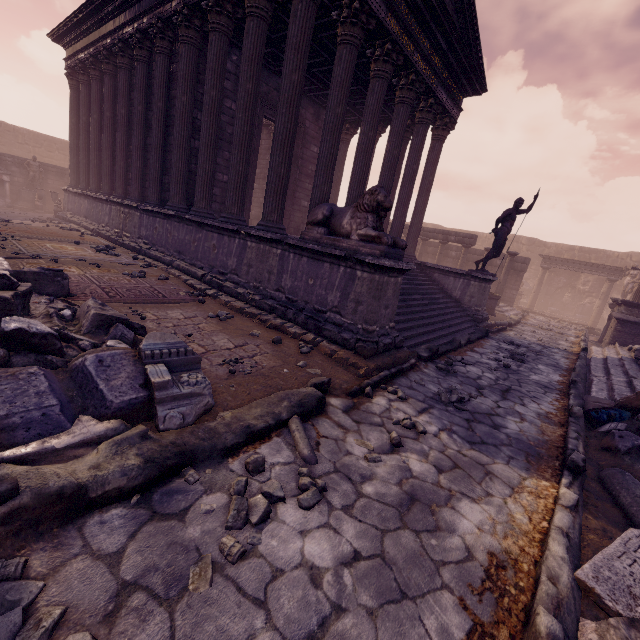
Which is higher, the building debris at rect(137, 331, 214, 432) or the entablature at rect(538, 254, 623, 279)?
the entablature at rect(538, 254, 623, 279)

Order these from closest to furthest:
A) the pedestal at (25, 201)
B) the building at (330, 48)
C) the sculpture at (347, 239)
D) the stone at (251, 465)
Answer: the stone at (251, 465)
the sculpture at (347, 239)
the building at (330, 48)
the pedestal at (25, 201)

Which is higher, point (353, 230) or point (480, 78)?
point (480, 78)

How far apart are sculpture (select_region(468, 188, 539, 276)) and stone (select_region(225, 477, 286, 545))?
9.9m

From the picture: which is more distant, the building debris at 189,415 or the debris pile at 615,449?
the debris pile at 615,449

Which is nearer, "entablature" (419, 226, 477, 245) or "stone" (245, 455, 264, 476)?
"stone" (245, 455, 264, 476)

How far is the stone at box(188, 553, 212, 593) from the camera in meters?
1.7

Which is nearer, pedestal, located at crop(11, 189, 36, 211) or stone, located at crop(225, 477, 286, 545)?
stone, located at crop(225, 477, 286, 545)
